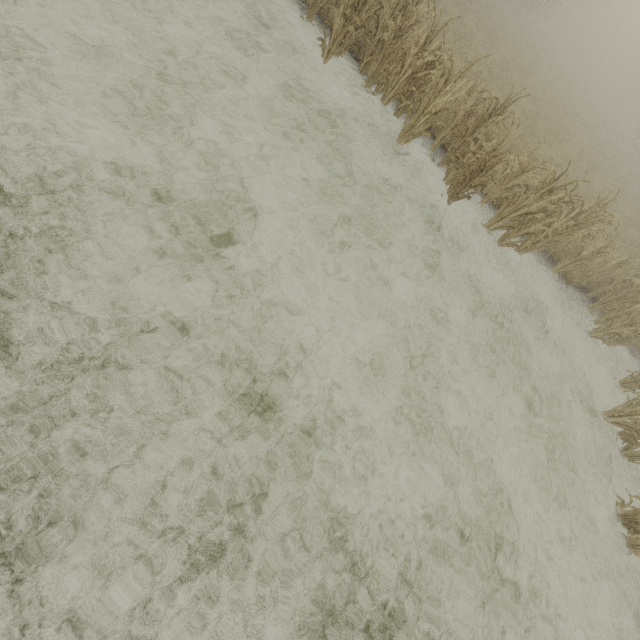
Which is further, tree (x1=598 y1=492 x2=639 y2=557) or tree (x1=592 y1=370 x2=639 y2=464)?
tree (x1=592 y1=370 x2=639 y2=464)

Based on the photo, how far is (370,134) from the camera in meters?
6.9 m

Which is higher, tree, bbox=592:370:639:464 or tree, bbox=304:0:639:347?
tree, bbox=304:0:639:347

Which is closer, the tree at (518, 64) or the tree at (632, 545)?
the tree at (632, 545)

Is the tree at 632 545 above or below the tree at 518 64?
below

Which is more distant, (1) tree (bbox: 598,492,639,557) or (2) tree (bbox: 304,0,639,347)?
(2) tree (bbox: 304,0,639,347)
